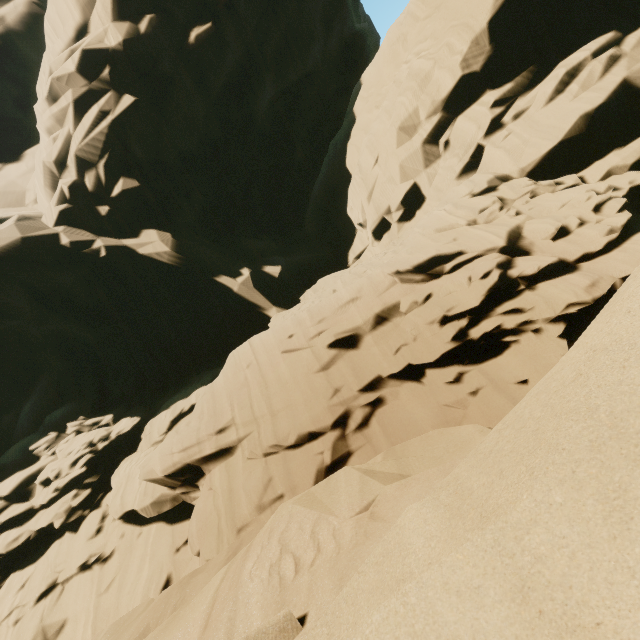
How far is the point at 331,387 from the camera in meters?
A: 11.1
